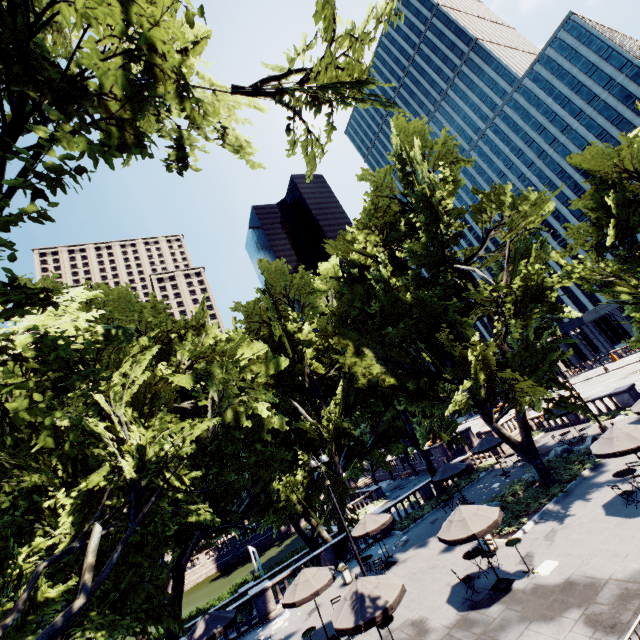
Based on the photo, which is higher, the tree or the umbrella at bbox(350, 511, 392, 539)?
the tree

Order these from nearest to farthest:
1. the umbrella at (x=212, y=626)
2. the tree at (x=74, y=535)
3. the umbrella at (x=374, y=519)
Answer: the tree at (x=74, y=535) < the umbrella at (x=212, y=626) < the umbrella at (x=374, y=519)

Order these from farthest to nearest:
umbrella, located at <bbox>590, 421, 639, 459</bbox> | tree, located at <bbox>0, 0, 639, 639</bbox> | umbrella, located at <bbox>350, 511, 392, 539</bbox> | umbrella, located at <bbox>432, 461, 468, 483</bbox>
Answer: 1. umbrella, located at <bbox>432, 461, 468, 483</bbox>
2. umbrella, located at <bbox>350, 511, 392, 539</bbox>
3. umbrella, located at <bbox>590, 421, 639, 459</bbox>
4. tree, located at <bbox>0, 0, 639, 639</bbox>

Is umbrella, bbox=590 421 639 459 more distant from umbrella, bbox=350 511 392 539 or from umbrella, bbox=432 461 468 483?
umbrella, bbox=350 511 392 539

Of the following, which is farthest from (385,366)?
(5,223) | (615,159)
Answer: (5,223)

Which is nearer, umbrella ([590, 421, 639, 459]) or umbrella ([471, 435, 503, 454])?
umbrella ([590, 421, 639, 459])

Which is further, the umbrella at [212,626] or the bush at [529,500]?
the bush at [529,500]

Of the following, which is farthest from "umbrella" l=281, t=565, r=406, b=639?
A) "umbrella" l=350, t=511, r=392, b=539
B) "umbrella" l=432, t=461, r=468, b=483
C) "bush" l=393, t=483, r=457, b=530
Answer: "bush" l=393, t=483, r=457, b=530
